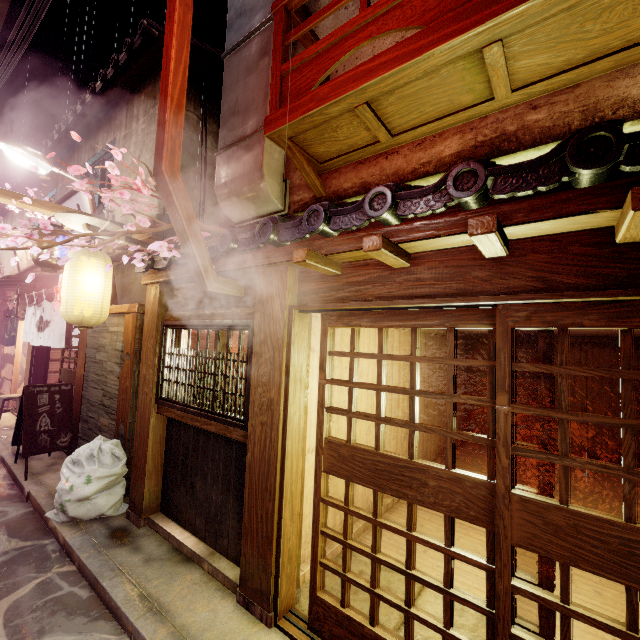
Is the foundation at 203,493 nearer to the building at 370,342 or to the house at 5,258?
the building at 370,342

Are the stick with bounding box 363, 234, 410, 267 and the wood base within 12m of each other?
no

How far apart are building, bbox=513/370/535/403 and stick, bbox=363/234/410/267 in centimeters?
1402cm

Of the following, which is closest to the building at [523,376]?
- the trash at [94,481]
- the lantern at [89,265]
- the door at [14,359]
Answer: the trash at [94,481]

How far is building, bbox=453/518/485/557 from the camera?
7.4m

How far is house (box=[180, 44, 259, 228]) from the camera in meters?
10.6

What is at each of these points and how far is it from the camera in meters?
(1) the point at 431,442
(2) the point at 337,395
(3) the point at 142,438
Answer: (1) building, 12.6
(2) building, 7.3
(3) wood pole, 7.9
